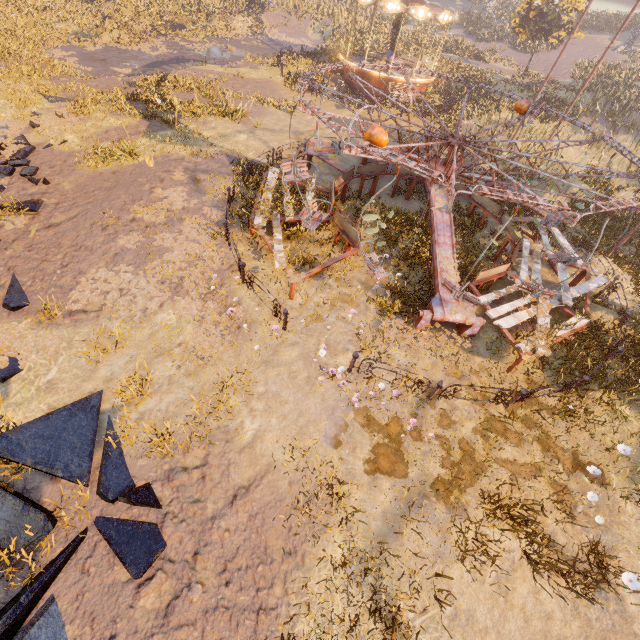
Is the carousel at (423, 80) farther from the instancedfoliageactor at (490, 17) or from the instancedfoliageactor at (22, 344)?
the instancedfoliageactor at (22, 344)

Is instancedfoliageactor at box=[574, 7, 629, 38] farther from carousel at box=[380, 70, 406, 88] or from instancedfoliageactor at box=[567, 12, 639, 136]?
instancedfoliageactor at box=[567, 12, 639, 136]

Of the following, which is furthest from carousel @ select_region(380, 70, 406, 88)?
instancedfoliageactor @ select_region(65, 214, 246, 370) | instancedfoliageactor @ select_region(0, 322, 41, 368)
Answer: instancedfoliageactor @ select_region(0, 322, 41, 368)

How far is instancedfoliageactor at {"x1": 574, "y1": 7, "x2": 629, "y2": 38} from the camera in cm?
4081

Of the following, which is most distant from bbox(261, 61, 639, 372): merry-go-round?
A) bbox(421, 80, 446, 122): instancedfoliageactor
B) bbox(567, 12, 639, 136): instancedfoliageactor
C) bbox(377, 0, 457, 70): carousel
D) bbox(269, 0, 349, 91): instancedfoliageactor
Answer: bbox(567, 12, 639, 136): instancedfoliageactor

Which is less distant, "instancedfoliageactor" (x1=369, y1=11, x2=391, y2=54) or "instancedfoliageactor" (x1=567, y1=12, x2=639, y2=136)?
"instancedfoliageactor" (x1=567, y1=12, x2=639, y2=136)

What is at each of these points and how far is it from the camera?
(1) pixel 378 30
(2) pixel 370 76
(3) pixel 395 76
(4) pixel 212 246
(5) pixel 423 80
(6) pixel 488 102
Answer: (1) instancedfoliageactor, 32.97m
(2) carousel, 23.53m
(3) carousel, 23.02m
(4) instancedfoliageactor, 9.89m
(5) carousel, 23.86m
(6) instancedfoliageactor, 25.44m

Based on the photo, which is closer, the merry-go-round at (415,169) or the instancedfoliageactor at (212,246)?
the merry-go-round at (415,169)
